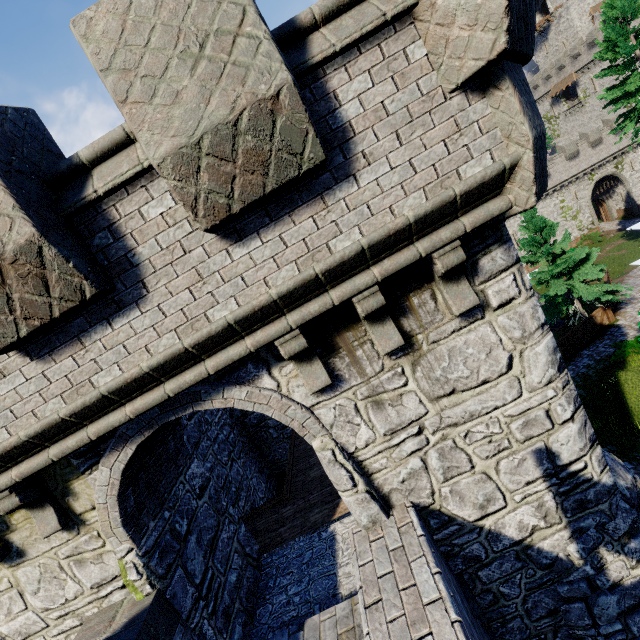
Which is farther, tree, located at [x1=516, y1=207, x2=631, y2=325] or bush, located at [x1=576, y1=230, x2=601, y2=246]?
bush, located at [x1=576, y1=230, x2=601, y2=246]

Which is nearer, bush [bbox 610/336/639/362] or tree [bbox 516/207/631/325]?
bush [bbox 610/336/639/362]

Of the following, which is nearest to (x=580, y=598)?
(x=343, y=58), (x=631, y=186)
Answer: (x=343, y=58)

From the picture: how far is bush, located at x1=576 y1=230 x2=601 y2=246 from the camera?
38.5 meters

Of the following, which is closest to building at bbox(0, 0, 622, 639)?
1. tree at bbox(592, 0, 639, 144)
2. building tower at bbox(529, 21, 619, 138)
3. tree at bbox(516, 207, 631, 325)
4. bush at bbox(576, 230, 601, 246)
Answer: tree at bbox(516, 207, 631, 325)

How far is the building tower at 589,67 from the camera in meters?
47.6

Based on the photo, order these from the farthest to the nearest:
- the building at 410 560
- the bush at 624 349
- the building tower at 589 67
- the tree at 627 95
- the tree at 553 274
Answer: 1. the building tower at 589 67
2. the tree at 553 274
3. the tree at 627 95
4. the bush at 624 349
5. the building at 410 560

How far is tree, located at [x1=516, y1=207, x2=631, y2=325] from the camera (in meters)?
20.52
